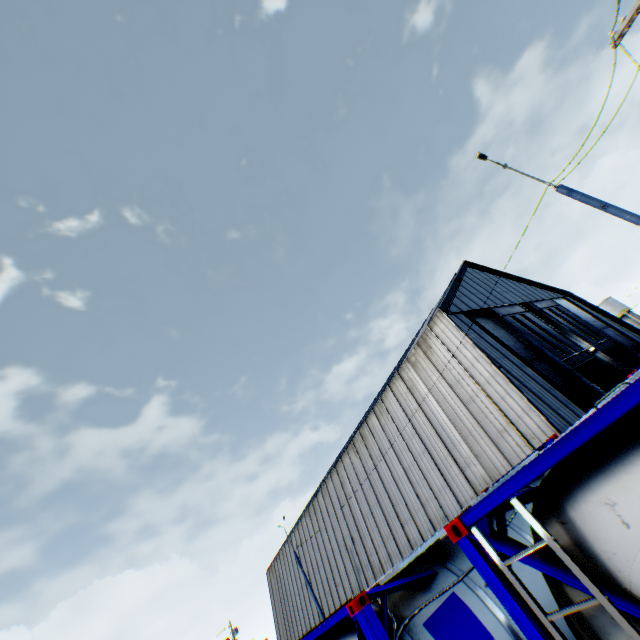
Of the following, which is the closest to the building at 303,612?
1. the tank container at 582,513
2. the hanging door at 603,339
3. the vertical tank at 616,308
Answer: the hanging door at 603,339

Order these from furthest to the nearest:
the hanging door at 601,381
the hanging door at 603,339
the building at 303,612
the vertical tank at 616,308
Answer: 1. the vertical tank at 616,308
2. the building at 303,612
3. the hanging door at 603,339
4. the hanging door at 601,381

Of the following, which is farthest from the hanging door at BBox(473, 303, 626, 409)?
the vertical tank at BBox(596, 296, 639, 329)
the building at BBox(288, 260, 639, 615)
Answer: the vertical tank at BBox(596, 296, 639, 329)

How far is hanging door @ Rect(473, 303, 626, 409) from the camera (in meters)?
18.95

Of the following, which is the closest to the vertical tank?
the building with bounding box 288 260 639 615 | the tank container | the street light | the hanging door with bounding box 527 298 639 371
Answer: the building with bounding box 288 260 639 615

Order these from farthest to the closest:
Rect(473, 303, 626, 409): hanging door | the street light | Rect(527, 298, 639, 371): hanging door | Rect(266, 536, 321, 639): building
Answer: Rect(266, 536, 321, 639): building
Rect(527, 298, 639, 371): hanging door
Rect(473, 303, 626, 409): hanging door
the street light

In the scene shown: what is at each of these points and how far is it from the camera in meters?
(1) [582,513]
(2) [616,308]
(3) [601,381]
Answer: (1) tank container, 2.2 m
(2) vertical tank, 51.5 m
(3) hanging door, 19.3 m

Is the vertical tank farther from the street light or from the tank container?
the tank container
